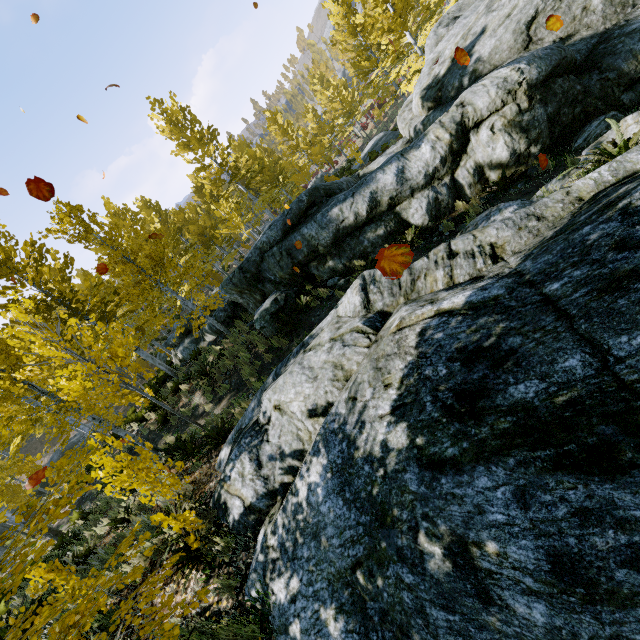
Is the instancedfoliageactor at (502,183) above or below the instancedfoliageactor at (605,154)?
below

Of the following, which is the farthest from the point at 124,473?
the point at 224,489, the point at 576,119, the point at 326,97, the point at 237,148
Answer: the point at 326,97

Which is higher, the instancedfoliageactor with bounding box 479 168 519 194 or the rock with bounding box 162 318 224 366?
the rock with bounding box 162 318 224 366

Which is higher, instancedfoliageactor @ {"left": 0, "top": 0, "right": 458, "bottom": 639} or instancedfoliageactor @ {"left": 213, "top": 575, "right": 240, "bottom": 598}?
instancedfoliageactor @ {"left": 0, "top": 0, "right": 458, "bottom": 639}

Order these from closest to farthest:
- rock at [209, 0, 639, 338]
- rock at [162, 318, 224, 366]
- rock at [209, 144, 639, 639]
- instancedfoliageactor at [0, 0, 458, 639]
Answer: rock at [209, 144, 639, 639], instancedfoliageactor at [0, 0, 458, 639], rock at [209, 0, 639, 338], rock at [162, 318, 224, 366]

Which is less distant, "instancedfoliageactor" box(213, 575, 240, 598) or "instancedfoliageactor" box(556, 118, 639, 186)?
"instancedfoliageactor" box(213, 575, 240, 598)
